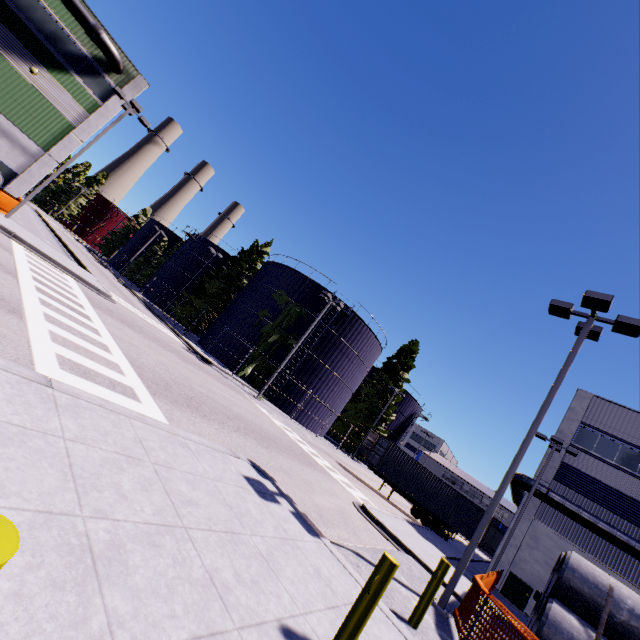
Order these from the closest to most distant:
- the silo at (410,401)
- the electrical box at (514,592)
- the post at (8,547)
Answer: the post at (8,547), the electrical box at (514,592), the silo at (410,401)

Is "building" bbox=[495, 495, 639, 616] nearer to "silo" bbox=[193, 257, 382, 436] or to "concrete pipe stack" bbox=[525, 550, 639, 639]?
"concrete pipe stack" bbox=[525, 550, 639, 639]

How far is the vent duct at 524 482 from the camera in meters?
21.6 m

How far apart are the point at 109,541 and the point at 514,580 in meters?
25.4

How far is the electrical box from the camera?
18.70m

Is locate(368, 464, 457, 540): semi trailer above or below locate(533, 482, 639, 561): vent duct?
below

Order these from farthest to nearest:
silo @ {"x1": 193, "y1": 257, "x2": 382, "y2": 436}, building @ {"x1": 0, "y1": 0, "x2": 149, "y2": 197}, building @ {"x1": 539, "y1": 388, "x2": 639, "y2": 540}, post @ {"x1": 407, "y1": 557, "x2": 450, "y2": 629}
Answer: silo @ {"x1": 193, "y1": 257, "x2": 382, "y2": 436}, building @ {"x1": 0, "y1": 0, "x2": 149, "y2": 197}, building @ {"x1": 539, "y1": 388, "x2": 639, "y2": 540}, post @ {"x1": 407, "y1": 557, "x2": 450, "y2": 629}

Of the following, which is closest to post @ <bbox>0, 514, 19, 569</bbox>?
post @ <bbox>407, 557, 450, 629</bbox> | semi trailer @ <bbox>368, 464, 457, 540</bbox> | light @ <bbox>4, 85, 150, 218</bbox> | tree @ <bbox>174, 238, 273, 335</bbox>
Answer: tree @ <bbox>174, 238, 273, 335</bbox>
